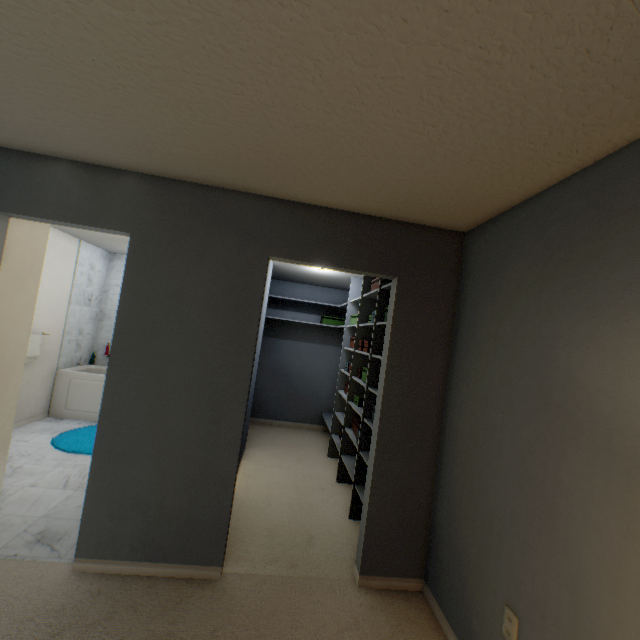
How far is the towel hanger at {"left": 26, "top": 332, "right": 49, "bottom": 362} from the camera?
3.8 meters

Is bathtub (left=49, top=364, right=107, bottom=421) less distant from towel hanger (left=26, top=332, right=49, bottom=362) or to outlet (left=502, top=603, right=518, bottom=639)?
towel hanger (left=26, top=332, right=49, bottom=362)

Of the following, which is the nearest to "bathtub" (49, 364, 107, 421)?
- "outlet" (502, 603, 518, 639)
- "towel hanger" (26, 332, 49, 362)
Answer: "towel hanger" (26, 332, 49, 362)

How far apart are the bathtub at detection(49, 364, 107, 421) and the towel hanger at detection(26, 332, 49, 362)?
0.6m

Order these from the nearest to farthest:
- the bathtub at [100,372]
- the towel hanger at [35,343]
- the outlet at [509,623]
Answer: the outlet at [509,623]
the towel hanger at [35,343]
the bathtub at [100,372]

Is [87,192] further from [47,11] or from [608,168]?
[608,168]

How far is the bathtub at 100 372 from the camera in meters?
4.4

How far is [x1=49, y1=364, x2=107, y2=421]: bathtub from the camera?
4.45m
